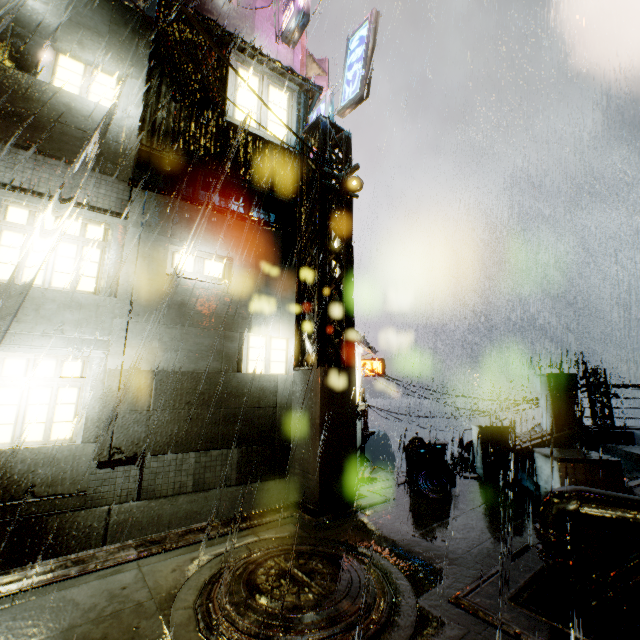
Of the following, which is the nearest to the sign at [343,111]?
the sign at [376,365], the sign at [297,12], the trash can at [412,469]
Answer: the sign at [297,12]

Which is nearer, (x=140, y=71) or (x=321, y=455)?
(x=321, y=455)

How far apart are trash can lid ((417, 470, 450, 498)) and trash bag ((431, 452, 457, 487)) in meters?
0.0

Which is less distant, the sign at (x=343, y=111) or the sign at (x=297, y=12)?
the sign at (x=343, y=111)

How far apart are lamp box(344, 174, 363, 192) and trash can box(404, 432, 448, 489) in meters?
6.6 m

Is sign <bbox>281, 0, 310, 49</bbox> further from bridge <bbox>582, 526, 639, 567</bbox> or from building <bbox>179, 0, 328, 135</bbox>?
bridge <bbox>582, 526, 639, 567</bbox>

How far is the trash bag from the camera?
8.1 meters

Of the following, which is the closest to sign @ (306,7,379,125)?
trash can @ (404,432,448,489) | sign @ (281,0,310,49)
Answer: sign @ (281,0,310,49)
